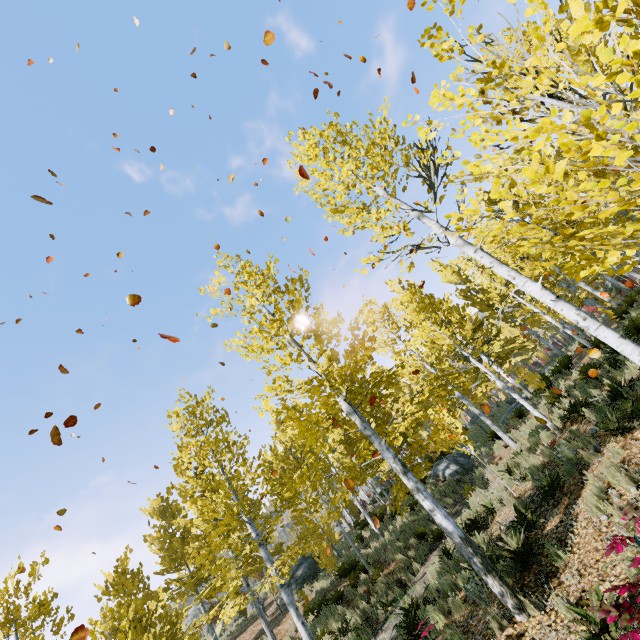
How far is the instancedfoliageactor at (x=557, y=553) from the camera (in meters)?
5.51

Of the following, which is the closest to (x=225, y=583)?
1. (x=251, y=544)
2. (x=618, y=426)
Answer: (x=251, y=544)

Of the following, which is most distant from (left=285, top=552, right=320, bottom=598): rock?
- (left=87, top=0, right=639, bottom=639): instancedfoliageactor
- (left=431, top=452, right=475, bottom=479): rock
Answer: (left=431, top=452, right=475, bottom=479): rock

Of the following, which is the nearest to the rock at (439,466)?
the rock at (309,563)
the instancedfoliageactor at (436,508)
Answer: the instancedfoliageactor at (436,508)

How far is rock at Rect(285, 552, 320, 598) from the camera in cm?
1828

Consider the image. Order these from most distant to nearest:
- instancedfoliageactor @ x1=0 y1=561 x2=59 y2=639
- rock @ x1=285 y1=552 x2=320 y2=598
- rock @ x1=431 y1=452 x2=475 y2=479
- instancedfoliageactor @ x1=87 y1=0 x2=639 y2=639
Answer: rock @ x1=285 y1=552 x2=320 y2=598, rock @ x1=431 y1=452 x2=475 y2=479, instancedfoliageactor @ x1=0 y1=561 x2=59 y2=639, instancedfoliageactor @ x1=87 y1=0 x2=639 y2=639

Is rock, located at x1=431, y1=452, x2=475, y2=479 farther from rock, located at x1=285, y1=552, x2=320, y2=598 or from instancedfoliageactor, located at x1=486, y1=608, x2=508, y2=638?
rock, located at x1=285, y1=552, x2=320, y2=598

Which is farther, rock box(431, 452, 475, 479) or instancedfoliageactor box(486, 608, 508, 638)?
rock box(431, 452, 475, 479)
